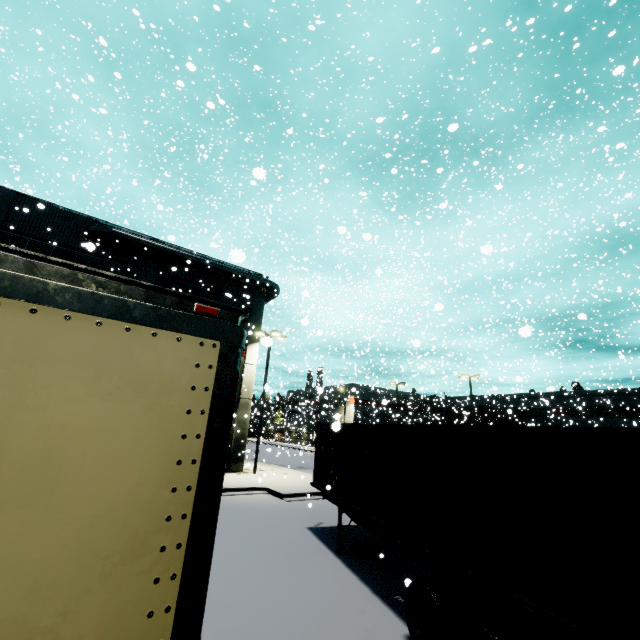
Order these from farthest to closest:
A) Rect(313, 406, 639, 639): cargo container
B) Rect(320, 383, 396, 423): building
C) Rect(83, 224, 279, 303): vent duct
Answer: Rect(320, 383, 396, 423): building → Rect(83, 224, 279, 303): vent duct → Rect(313, 406, 639, 639): cargo container

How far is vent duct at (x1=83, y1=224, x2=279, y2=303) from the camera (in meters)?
19.64

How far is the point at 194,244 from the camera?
31.2 meters

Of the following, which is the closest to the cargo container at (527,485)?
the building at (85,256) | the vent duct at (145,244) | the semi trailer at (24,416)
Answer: the semi trailer at (24,416)

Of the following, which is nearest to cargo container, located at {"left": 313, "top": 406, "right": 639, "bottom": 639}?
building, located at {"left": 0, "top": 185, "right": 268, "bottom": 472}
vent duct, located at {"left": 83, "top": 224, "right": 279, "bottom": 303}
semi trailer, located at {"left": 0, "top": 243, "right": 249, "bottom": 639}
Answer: semi trailer, located at {"left": 0, "top": 243, "right": 249, "bottom": 639}

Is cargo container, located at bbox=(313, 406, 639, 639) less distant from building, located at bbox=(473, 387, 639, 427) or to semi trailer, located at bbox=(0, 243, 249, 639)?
semi trailer, located at bbox=(0, 243, 249, 639)

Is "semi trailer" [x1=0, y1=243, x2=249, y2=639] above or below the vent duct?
below

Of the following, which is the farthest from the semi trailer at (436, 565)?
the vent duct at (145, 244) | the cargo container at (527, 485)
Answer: the vent duct at (145, 244)
